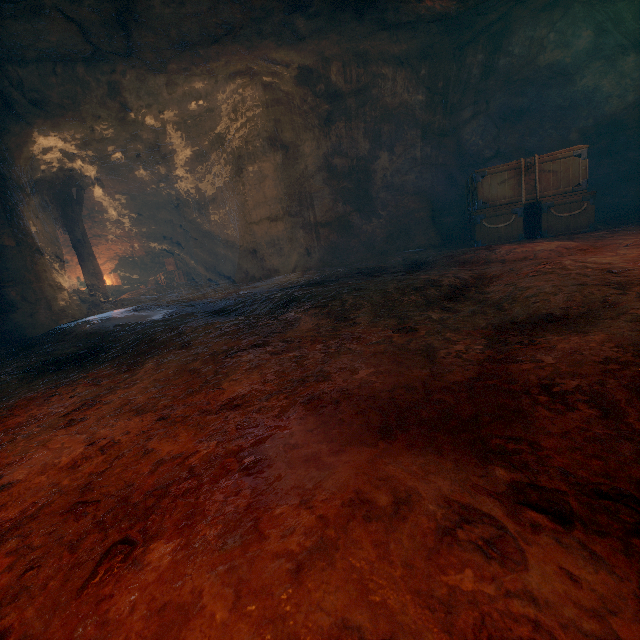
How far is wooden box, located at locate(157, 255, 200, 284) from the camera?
15.58m

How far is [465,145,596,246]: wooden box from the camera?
6.6 meters

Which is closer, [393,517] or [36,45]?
[393,517]

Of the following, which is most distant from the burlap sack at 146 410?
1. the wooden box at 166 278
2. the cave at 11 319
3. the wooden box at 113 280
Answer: the wooden box at 113 280

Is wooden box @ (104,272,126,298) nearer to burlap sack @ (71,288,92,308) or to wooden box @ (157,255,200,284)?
wooden box @ (157,255,200,284)

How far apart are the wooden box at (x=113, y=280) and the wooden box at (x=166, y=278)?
1.6 meters

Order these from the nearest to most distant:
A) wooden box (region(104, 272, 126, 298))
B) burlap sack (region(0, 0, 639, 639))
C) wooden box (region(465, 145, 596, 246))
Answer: burlap sack (region(0, 0, 639, 639)) → wooden box (region(465, 145, 596, 246)) → wooden box (region(104, 272, 126, 298))

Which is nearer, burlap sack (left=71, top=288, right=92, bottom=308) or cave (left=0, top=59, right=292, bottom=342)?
cave (left=0, top=59, right=292, bottom=342)
